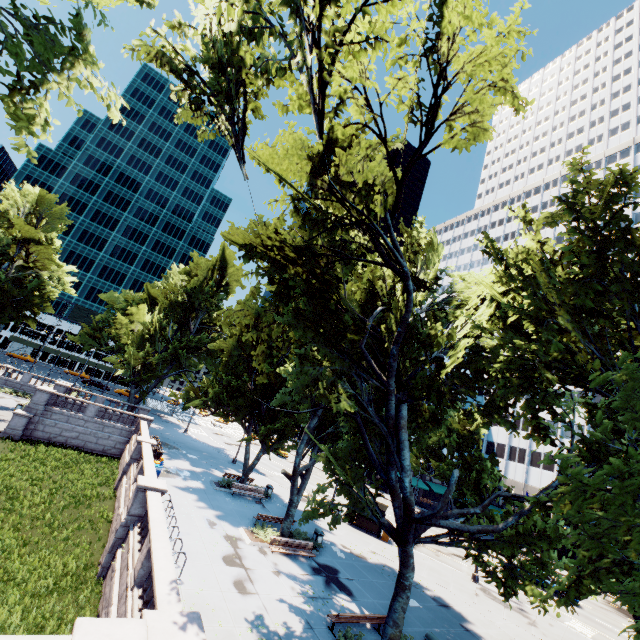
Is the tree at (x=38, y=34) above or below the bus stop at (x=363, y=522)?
above

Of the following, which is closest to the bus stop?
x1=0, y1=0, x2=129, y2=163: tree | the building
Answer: the building

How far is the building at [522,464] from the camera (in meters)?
51.72

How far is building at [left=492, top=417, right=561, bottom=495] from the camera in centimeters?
5172cm

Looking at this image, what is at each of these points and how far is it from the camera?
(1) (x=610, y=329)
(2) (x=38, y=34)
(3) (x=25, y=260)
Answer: (1) tree, 7.71m
(2) tree, 9.38m
(3) tree, 37.03m

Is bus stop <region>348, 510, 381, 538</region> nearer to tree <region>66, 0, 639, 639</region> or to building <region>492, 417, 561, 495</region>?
building <region>492, 417, 561, 495</region>

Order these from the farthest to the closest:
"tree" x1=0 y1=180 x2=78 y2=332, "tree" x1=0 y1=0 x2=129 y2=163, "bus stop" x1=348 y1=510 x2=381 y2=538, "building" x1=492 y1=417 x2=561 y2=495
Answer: "building" x1=492 y1=417 x2=561 y2=495 → "tree" x1=0 y1=180 x2=78 y2=332 → "bus stop" x1=348 y1=510 x2=381 y2=538 → "tree" x1=0 y1=0 x2=129 y2=163
